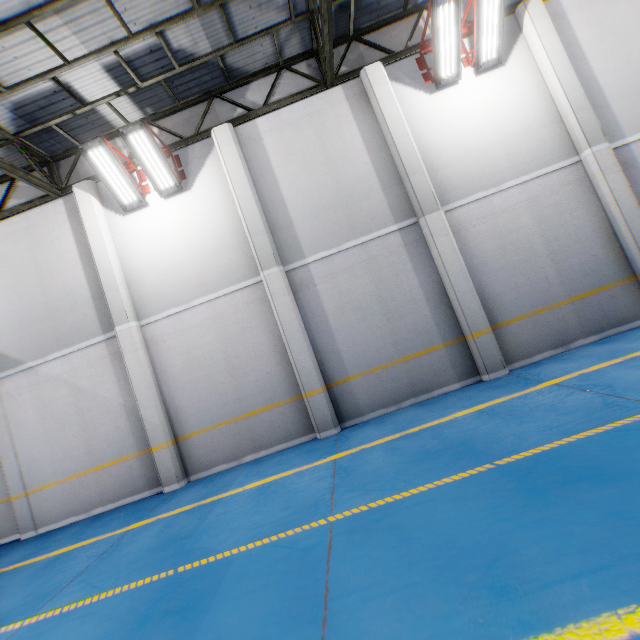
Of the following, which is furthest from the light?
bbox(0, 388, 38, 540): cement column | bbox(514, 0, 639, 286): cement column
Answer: bbox(0, 388, 38, 540): cement column

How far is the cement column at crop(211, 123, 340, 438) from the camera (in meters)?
7.36

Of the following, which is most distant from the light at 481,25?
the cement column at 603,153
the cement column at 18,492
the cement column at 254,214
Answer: the cement column at 18,492

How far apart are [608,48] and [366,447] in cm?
1079

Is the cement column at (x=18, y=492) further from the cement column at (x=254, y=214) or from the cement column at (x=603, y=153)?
the cement column at (x=603, y=153)

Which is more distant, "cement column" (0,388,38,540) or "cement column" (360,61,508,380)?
"cement column" (0,388,38,540)

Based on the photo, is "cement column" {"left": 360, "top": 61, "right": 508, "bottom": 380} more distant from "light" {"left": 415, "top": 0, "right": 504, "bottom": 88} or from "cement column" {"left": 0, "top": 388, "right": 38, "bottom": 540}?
"cement column" {"left": 0, "top": 388, "right": 38, "bottom": 540}

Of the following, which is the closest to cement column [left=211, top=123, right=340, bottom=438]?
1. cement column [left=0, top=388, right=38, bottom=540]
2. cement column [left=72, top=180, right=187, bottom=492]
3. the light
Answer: cement column [left=72, top=180, right=187, bottom=492]
